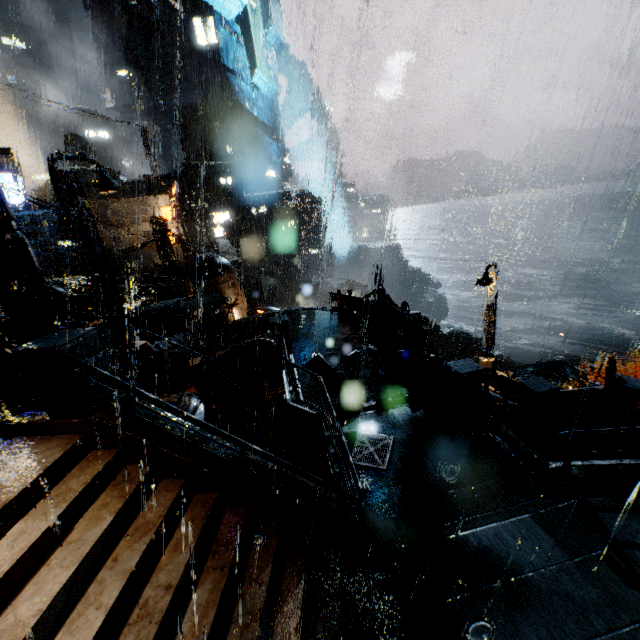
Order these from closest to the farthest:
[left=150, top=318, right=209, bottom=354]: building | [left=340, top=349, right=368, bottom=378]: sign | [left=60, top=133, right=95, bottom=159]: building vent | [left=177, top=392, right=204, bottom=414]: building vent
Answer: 1. [left=340, top=349, right=368, bottom=378]: sign
2. [left=177, top=392, right=204, bottom=414]: building vent
3. [left=150, top=318, right=209, bottom=354]: building
4. [left=60, top=133, right=95, bottom=159]: building vent

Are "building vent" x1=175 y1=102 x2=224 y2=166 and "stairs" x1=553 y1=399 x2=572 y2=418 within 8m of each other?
no

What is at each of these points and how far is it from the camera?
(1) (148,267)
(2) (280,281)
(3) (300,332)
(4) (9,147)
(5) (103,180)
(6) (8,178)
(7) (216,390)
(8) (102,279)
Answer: (1) cloth, 35.8m
(2) gear, 58.5m
(3) building, 18.5m
(4) building, 54.7m
(5) street light, 15.7m
(6) sign, 29.0m
(7) building, 20.0m
(8) street light, 15.7m

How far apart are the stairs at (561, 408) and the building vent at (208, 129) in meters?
59.4

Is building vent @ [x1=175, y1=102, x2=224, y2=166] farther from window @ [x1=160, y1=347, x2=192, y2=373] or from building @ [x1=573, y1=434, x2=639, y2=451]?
window @ [x1=160, y1=347, x2=192, y2=373]

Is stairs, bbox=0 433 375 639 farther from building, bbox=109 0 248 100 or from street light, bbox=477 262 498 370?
street light, bbox=477 262 498 370

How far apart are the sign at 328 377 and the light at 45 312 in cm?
699

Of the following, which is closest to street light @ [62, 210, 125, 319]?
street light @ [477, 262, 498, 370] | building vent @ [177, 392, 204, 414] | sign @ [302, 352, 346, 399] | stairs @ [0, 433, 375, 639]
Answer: building vent @ [177, 392, 204, 414]
